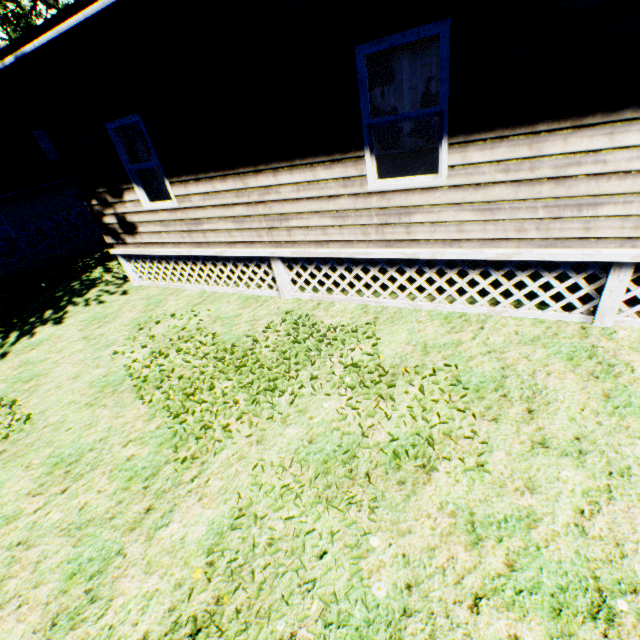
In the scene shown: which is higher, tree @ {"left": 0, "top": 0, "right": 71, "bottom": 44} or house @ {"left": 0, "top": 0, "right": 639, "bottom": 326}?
tree @ {"left": 0, "top": 0, "right": 71, "bottom": 44}

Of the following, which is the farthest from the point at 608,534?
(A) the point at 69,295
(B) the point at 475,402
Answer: (A) the point at 69,295

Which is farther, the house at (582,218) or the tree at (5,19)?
the tree at (5,19)

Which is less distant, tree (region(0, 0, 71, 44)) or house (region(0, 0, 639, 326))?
house (region(0, 0, 639, 326))

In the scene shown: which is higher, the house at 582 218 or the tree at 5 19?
the tree at 5 19
